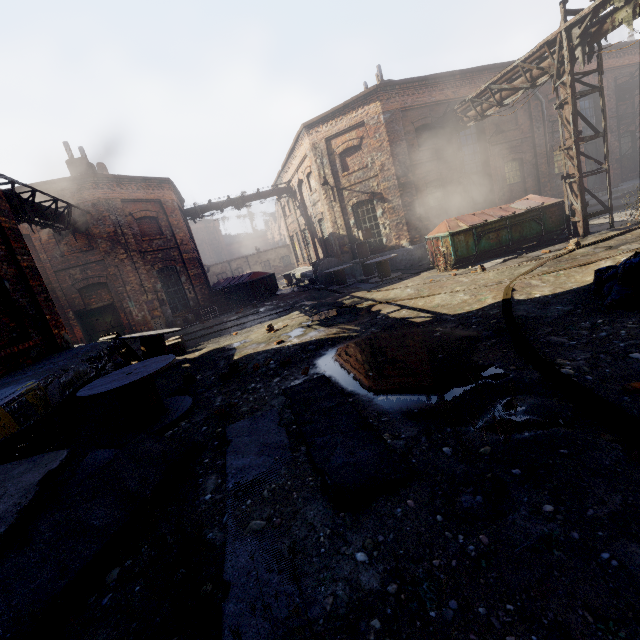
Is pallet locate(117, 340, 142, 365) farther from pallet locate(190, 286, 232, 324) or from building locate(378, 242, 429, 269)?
building locate(378, 242, 429, 269)

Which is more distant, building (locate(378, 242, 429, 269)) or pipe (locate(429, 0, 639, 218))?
building (locate(378, 242, 429, 269))

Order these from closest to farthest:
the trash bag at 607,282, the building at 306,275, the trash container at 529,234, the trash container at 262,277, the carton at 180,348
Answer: the trash bag at 607,282 → the carton at 180,348 → the trash container at 529,234 → the trash container at 262,277 → the building at 306,275

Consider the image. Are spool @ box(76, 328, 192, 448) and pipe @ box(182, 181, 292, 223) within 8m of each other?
no

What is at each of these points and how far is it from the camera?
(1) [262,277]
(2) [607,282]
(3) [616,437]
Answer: (1) trash container, 20.64m
(2) trash bag, 5.39m
(3) instancedfoliageactor, 2.62m

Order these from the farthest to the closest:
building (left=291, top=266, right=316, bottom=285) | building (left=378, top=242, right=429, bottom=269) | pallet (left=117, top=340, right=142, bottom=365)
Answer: building (left=291, top=266, right=316, bottom=285) → building (left=378, top=242, right=429, bottom=269) → pallet (left=117, top=340, right=142, bottom=365)

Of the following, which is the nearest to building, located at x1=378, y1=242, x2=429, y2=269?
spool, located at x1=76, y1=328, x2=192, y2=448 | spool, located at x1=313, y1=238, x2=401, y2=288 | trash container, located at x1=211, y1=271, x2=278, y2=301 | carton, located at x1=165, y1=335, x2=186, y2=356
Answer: spool, located at x1=313, y1=238, x2=401, y2=288

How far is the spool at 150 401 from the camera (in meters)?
5.05
